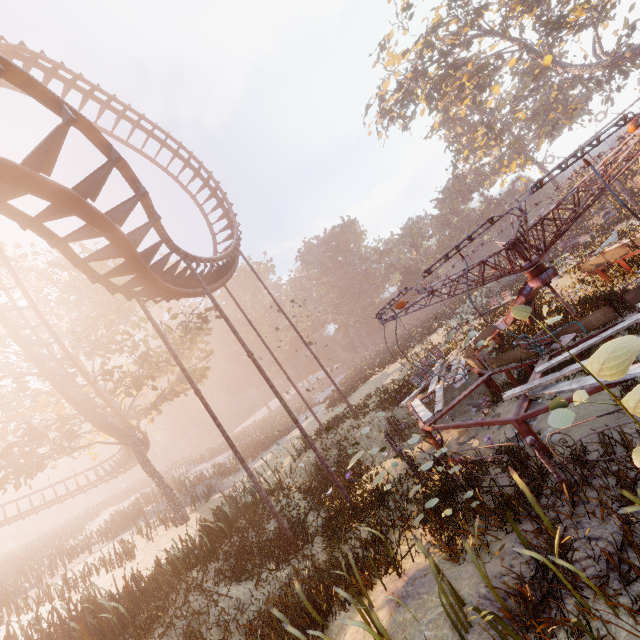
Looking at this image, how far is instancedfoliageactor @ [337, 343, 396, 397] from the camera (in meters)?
27.86

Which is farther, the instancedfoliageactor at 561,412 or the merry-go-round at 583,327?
the merry-go-round at 583,327

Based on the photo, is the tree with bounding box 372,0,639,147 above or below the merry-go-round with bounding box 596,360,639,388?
above

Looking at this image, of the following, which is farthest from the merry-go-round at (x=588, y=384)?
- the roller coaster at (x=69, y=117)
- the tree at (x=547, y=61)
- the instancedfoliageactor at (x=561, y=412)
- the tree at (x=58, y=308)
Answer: the tree at (x=547, y=61)

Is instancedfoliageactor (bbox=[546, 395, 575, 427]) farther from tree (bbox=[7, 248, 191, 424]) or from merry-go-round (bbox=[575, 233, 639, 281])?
tree (bbox=[7, 248, 191, 424])

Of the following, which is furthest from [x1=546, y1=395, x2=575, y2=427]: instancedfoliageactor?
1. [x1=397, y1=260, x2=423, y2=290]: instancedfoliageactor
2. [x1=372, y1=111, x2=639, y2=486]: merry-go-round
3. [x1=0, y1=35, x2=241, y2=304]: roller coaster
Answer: [x1=397, y1=260, x2=423, y2=290]: instancedfoliageactor

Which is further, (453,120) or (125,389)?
(453,120)

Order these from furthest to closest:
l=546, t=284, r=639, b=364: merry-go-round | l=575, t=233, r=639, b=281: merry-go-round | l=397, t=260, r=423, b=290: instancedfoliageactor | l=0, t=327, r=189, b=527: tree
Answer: l=397, t=260, r=423, b=290: instancedfoliageactor, l=0, t=327, r=189, b=527: tree, l=575, t=233, r=639, b=281: merry-go-round, l=546, t=284, r=639, b=364: merry-go-round
